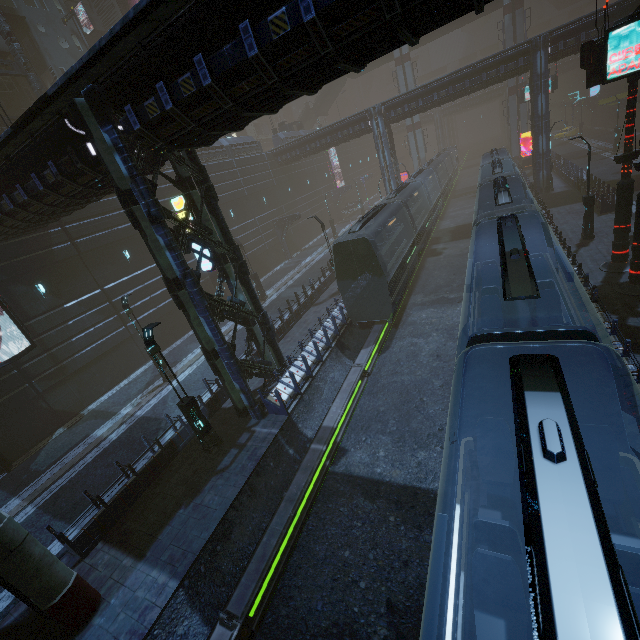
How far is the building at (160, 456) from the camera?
10.0 meters

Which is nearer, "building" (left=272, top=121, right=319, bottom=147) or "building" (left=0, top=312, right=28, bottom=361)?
"building" (left=0, top=312, right=28, bottom=361)

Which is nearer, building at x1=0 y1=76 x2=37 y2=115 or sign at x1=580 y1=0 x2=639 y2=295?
sign at x1=580 y1=0 x2=639 y2=295

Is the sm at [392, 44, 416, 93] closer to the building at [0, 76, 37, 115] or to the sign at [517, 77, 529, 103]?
the building at [0, 76, 37, 115]

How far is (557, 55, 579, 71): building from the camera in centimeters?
5825cm

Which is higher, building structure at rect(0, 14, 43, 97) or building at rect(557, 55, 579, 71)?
building structure at rect(0, 14, 43, 97)

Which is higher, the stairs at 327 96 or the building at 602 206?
the stairs at 327 96

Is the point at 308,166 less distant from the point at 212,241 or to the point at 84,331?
the point at 84,331
